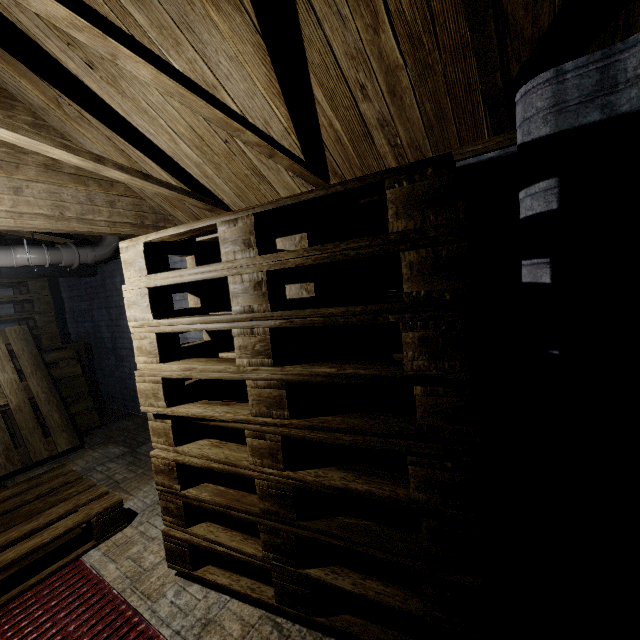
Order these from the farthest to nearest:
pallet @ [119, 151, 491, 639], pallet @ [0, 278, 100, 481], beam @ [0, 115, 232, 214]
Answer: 1. pallet @ [0, 278, 100, 481]
2. beam @ [0, 115, 232, 214]
3. pallet @ [119, 151, 491, 639]

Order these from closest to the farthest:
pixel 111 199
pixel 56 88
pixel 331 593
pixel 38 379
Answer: pixel 331 593, pixel 56 88, pixel 111 199, pixel 38 379

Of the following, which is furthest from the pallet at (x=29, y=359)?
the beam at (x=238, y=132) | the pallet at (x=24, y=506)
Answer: the beam at (x=238, y=132)

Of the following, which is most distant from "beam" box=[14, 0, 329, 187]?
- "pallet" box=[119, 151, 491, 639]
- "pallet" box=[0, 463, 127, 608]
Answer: "pallet" box=[0, 463, 127, 608]

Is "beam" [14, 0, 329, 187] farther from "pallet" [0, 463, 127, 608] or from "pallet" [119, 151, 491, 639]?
"pallet" [0, 463, 127, 608]

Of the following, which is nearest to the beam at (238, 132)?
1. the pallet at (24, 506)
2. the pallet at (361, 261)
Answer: the pallet at (361, 261)

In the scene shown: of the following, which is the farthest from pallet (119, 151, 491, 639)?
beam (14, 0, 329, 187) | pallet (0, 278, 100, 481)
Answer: pallet (0, 278, 100, 481)
